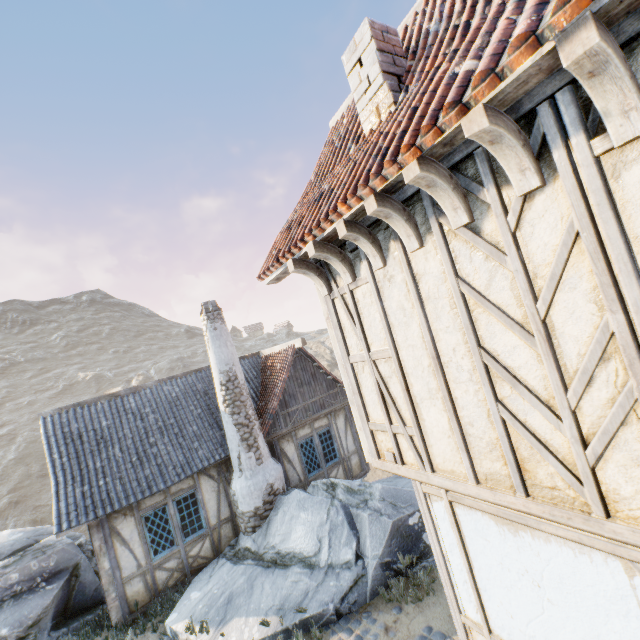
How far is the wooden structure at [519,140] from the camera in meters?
1.9

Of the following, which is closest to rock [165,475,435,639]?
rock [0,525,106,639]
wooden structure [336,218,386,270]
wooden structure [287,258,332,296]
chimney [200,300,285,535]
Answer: chimney [200,300,285,535]

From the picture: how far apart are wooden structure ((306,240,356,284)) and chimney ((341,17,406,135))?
1.57m

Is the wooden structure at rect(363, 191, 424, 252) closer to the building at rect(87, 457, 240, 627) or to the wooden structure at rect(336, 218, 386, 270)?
the wooden structure at rect(336, 218, 386, 270)

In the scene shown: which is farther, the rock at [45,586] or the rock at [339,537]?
the rock at [45,586]

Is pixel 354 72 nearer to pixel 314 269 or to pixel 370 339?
pixel 314 269

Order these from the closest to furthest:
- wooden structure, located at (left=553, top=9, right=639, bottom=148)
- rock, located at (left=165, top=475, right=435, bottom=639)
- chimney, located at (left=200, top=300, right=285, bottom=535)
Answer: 1. wooden structure, located at (left=553, top=9, right=639, bottom=148)
2. rock, located at (left=165, top=475, right=435, bottom=639)
3. chimney, located at (left=200, top=300, right=285, bottom=535)

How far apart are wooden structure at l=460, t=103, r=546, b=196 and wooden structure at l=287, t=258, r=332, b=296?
2.46m
